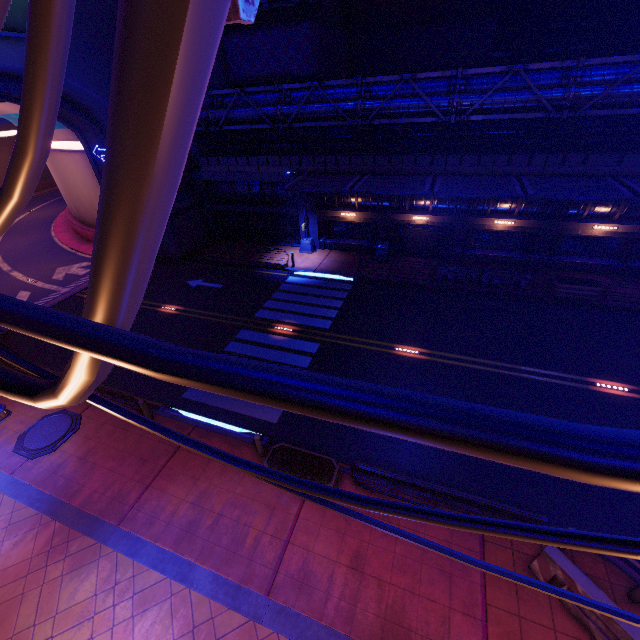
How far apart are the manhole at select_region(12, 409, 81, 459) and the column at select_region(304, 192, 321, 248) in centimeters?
1801cm

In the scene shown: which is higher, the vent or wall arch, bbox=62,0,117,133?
wall arch, bbox=62,0,117,133

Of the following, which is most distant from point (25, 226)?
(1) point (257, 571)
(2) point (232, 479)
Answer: (1) point (257, 571)

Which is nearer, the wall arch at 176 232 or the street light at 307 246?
the street light at 307 246

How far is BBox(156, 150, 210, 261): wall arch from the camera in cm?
2441

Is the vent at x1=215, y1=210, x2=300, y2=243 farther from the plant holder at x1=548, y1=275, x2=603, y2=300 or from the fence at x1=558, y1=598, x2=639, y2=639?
the fence at x1=558, y1=598, x2=639, y2=639

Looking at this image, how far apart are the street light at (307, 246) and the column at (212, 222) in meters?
7.9 m

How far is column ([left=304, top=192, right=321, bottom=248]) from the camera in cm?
2317
